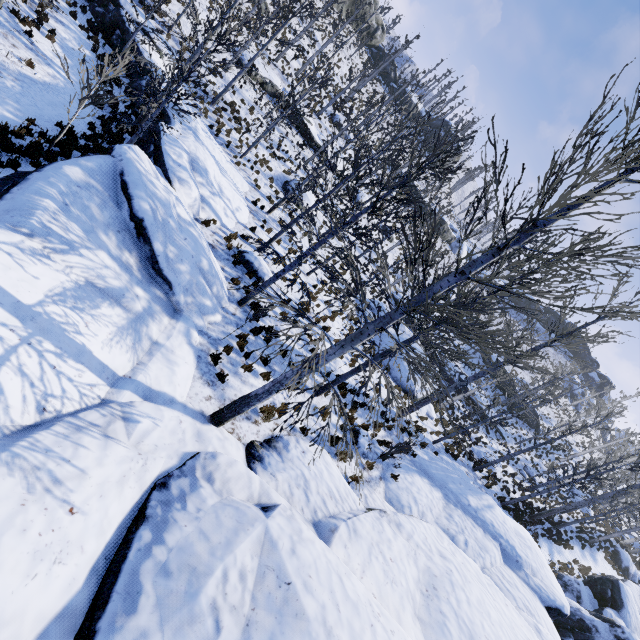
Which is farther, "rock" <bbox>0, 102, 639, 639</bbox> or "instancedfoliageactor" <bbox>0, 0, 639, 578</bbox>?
"instancedfoliageactor" <bbox>0, 0, 639, 578</bbox>

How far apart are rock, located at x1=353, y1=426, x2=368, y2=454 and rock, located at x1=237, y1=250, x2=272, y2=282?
6.6 meters

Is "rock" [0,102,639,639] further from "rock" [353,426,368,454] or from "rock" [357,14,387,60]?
"rock" [357,14,387,60]

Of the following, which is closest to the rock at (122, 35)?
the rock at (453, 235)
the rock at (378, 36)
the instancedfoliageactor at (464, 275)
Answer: the instancedfoliageactor at (464, 275)

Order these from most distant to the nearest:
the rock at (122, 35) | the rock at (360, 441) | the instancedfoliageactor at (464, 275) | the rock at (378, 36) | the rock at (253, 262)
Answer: the rock at (378, 36)
the rock at (122, 35)
the rock at (253, 262)
the rock at (360, 441)
the instancedfoliageactor at (464, 275)

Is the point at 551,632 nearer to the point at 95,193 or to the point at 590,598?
the point at 590,598

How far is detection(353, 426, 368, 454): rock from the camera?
10.6m
